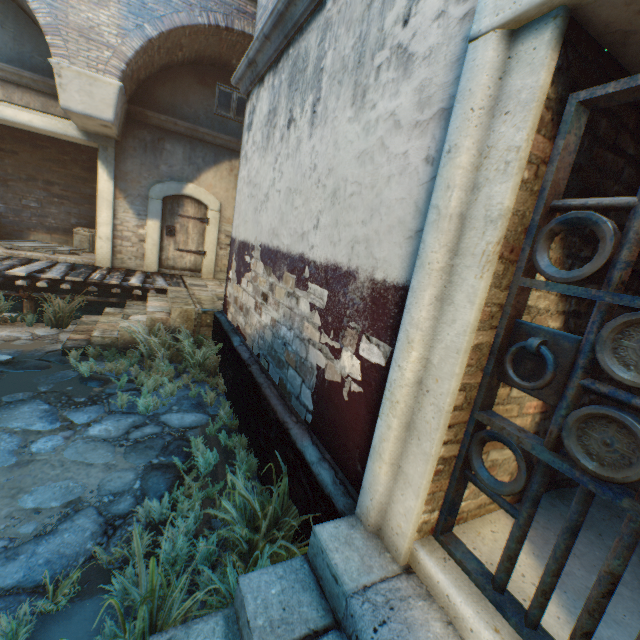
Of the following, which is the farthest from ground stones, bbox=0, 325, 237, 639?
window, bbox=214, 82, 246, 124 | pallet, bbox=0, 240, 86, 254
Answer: window, bbox=214, 82, 246, 124

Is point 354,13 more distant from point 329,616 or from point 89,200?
point 89,200

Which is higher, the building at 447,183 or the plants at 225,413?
the building at 447,183

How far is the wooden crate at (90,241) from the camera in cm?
942

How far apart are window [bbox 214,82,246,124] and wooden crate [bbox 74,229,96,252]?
4.8m

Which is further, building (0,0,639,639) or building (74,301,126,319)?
building (74,301,126,319)

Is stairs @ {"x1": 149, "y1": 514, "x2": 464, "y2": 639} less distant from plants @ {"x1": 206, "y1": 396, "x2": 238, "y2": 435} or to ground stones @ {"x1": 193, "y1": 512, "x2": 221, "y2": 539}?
ground stones @ {"x1": 193, "y1": 512, "x2": 221, "y2": 539}

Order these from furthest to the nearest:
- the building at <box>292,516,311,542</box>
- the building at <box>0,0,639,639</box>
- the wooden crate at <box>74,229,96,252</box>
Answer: the wooden crate at <box>74,229,96,252</box>
the building at <box>292,516,311,542</box>
the building at <box>0,0,639,639</box>
